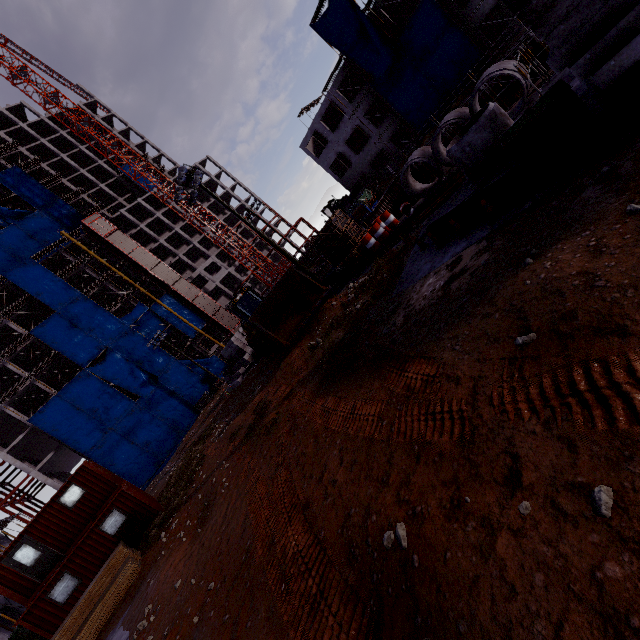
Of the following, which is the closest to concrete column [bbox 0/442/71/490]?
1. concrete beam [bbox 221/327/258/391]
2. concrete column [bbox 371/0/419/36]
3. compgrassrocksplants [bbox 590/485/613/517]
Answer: concrete beam [bbox 221/327/258/391]

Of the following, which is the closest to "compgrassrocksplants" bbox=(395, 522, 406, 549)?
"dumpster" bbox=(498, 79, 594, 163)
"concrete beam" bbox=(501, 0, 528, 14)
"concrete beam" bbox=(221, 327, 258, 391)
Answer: "dumpster" bbox=(498, 79, 594, 163)

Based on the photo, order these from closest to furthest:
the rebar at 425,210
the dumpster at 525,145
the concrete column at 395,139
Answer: the dumpster at 525,145 < the rebar at 425,210 < the concrete column at 395,139

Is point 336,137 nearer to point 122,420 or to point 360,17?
point 360,17

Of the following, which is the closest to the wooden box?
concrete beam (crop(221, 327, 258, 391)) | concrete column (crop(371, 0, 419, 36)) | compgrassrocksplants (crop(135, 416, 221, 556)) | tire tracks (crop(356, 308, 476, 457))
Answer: tire tracks (crop(356, 308, 476, 457))

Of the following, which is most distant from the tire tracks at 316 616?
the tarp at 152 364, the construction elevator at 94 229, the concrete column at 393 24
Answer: the concrete column at 393 24

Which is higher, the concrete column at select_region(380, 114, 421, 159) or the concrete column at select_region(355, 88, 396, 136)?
the concrete column at select_region(355, 88, 396, 136)

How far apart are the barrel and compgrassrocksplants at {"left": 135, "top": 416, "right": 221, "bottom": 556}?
15.9m
